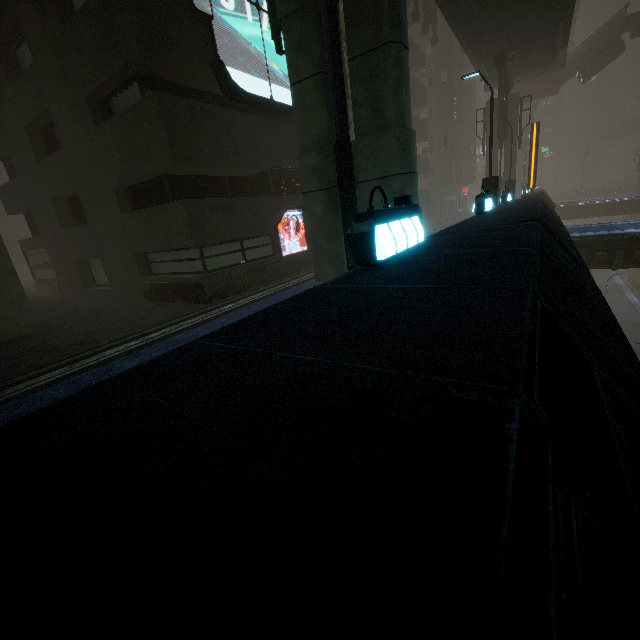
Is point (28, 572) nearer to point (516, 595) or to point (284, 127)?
point (516, 595)

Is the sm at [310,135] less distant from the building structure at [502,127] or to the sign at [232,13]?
the sign at [232,13]

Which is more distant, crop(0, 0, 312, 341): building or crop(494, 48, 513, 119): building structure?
crop(494, 48, 513, 119): building structure

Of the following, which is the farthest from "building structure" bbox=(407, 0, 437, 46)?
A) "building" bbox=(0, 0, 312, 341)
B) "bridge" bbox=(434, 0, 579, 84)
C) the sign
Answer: the sign

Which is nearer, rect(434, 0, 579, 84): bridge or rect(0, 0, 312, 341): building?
rect(0, 0, 312, 341): building

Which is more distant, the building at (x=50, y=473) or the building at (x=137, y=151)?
the building at (x=137, y=151)

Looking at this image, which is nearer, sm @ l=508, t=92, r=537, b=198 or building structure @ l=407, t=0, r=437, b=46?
building structure @ l=407, t=0, r=437, b=46

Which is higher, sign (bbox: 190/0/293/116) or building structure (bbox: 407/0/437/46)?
building structure (bbox: 407/0/437/46)
